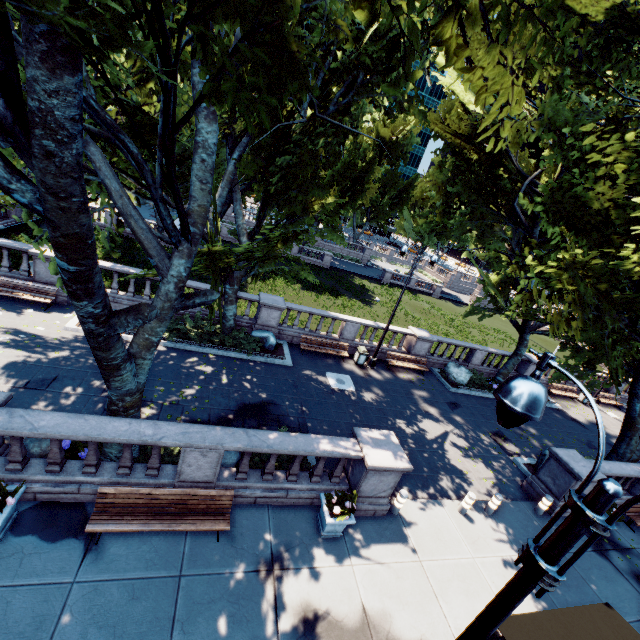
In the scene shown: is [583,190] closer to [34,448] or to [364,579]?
[364,579]

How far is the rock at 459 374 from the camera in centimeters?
2042cm

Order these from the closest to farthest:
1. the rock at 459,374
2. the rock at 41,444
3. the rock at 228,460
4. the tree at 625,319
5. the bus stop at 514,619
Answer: the tree at 625,319, the bus stop at 514,619, the rock at 41,444, the rock at 228,460, the rock at 459,374

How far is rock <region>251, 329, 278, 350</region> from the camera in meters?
16.8

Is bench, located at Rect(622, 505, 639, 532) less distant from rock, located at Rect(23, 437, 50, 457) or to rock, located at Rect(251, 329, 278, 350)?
rock, located at Rect(251, 329, 278, 350)

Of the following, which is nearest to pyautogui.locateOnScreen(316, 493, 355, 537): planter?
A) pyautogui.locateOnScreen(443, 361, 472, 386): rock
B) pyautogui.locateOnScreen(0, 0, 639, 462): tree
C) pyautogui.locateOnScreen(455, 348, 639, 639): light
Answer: pyautogui.locateOnScreen(455, 348, 639, 639): light

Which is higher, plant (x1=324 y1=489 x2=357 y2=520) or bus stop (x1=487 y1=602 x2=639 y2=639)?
bus stop (x1=487 y1=602 x2=639 y2=639)

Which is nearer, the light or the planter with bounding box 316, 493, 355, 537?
the light
